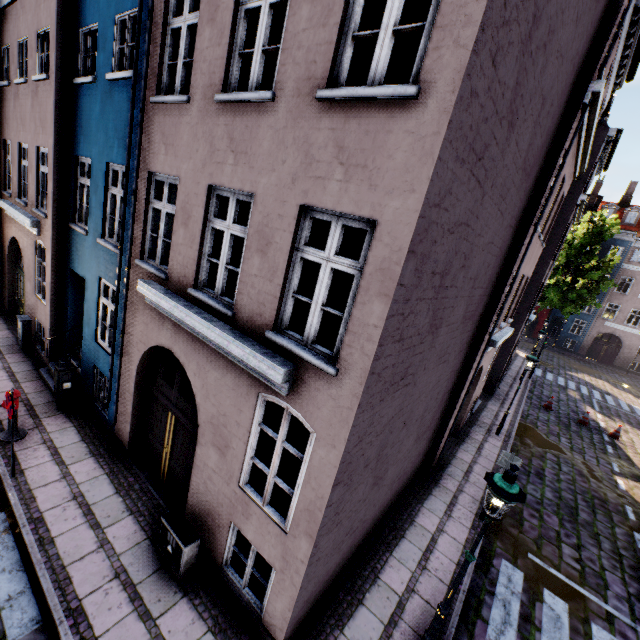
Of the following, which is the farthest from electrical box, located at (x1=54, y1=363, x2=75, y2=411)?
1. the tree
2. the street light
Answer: the tree

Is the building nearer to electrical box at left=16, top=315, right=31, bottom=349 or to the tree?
electrical box at left=16, top=315, right=31, bottom=349

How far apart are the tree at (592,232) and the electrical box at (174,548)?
33.1m

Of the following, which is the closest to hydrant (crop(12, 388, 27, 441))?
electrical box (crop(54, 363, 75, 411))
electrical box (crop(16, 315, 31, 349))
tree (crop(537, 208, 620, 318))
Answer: electrical box (crop(54, 363, 75, 411))

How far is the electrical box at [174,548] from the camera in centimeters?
538cm

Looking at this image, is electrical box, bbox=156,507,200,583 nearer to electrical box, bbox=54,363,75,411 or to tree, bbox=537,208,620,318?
electrical box, bbox=54,363,75,411

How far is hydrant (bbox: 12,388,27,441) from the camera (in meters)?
7.19

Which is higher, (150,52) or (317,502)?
(150,52)
